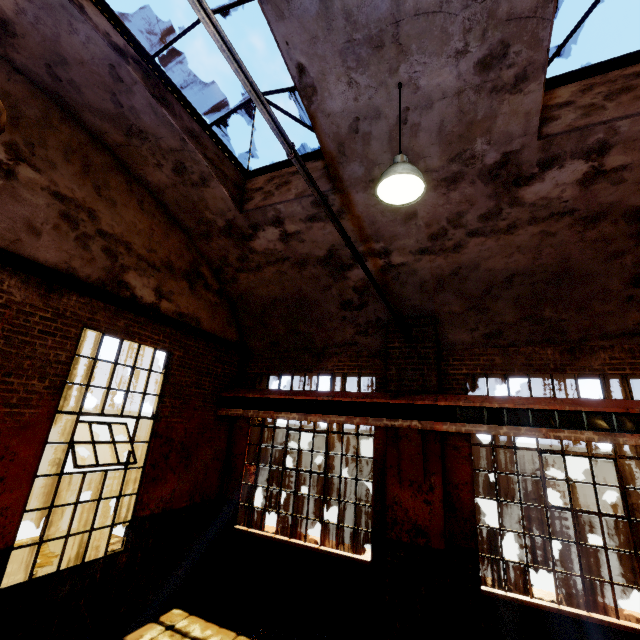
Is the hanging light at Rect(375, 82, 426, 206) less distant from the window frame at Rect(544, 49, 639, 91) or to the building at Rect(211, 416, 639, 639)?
the building at Rect(211, 416, 639, 639)

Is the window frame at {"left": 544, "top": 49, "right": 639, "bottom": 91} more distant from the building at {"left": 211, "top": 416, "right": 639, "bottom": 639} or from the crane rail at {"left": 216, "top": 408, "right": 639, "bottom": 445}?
the crane rail at {"left": 216, "top": 408, "right": 639, "bottom": 445}

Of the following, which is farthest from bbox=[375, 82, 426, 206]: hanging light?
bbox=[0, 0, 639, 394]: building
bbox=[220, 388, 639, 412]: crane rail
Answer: bbox=[220, 388, 639, 412]: crane rail

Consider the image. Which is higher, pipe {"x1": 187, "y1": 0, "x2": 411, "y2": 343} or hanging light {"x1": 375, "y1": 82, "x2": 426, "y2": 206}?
hanging light {"x1": 375, "y1": 82, "x2": 426, "y2": 206}

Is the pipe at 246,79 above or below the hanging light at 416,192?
below

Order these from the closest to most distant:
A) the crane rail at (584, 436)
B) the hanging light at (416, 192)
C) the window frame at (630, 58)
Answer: the hanging light at (416, 192) → the window frame at (630, 58) → the crane rail at (584, 436)

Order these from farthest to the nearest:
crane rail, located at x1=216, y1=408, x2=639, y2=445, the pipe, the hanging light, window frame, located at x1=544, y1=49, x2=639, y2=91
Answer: crane rail, located at x1=216, y1=408, x2=639, y2=445 < window frame, located at x1=544, y1=49, x2=639, y2=91 < the hanging light < the pipe

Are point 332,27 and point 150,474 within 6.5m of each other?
no
